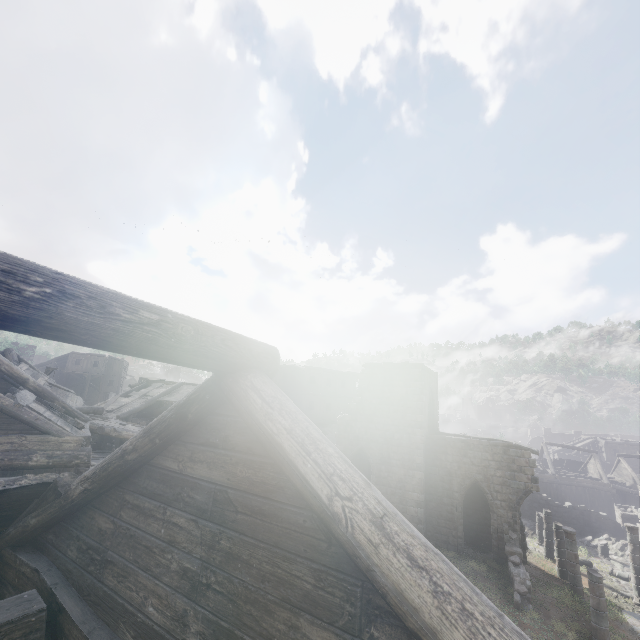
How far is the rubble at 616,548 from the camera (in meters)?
24.11

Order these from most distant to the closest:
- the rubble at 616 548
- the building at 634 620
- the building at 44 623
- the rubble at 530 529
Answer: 1. the rubble at 530 529
2. the rubble at 616 548
3. the building at 634 620
4. the building at 44 623

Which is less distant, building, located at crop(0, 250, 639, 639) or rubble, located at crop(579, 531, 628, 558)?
building, located at crop(0, 250, 639, 639)

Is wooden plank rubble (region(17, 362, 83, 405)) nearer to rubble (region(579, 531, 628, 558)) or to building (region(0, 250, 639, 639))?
building (region(0, 250, 639, 639))

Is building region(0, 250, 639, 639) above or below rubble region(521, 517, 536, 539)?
above

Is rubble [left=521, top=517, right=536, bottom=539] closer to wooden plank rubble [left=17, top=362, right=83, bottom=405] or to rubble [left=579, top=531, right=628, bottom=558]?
rubble [left=579, top=531, right=628, bottom=558]

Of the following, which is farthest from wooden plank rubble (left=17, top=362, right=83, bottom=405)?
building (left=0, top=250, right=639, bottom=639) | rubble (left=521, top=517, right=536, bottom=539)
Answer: rubble (left=521, top=517, right=536, bottom=539)

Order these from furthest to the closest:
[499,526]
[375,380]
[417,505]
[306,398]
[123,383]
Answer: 1. [123,383]
2. [306,398]
3. [375,380]
4. [417,505]
5. [499,526]
